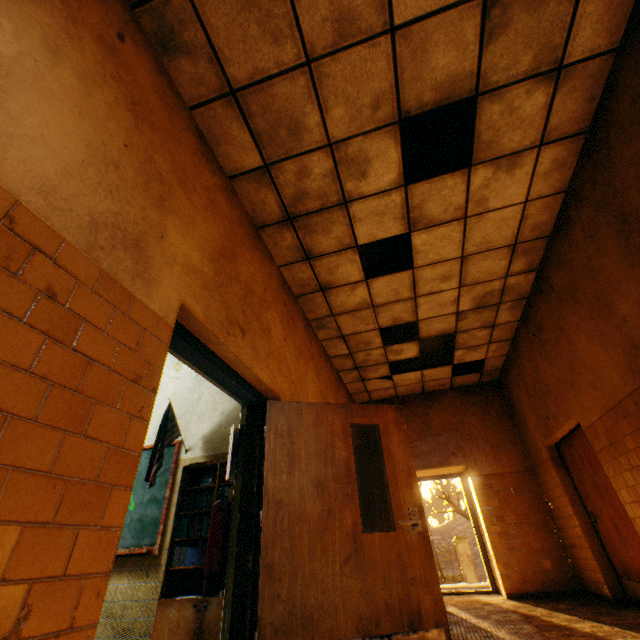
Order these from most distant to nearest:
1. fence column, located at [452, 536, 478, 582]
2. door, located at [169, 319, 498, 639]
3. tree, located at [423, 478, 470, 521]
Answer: tree, located at [423, 478, 470, 521] < fence column, located at [452, 536, 478, 582] < door, located at [169, 319, 498, 639]

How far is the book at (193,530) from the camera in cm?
350

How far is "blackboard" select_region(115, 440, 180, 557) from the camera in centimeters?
384cm

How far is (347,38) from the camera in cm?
245

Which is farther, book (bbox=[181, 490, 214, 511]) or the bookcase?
book (bbox=[181, 490, 214, 511])

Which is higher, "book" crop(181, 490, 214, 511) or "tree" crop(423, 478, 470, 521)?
"tree" crop(423, 478, 470, 521)

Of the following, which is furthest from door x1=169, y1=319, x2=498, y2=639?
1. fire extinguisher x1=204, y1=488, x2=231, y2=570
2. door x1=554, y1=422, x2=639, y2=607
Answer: door x1=554, y1=422, x2=639, y2=607

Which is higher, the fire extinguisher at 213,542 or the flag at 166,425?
the flag at 166,425
